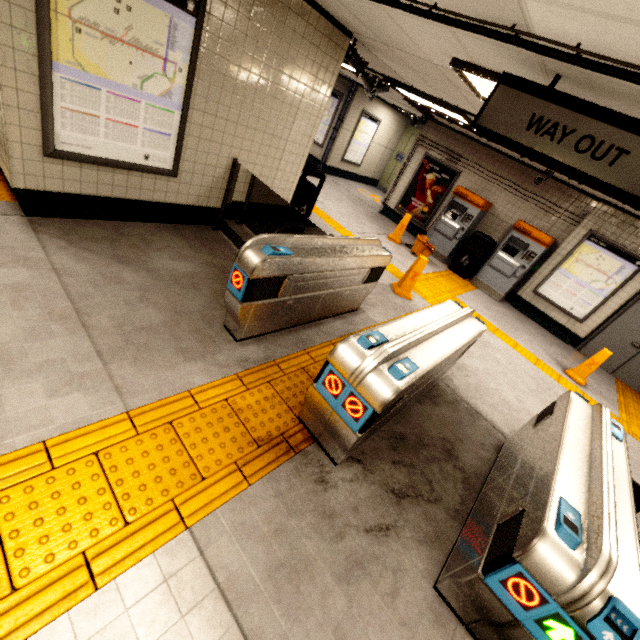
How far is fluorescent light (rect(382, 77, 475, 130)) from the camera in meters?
5.9 m

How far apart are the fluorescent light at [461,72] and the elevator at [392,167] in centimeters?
989cm

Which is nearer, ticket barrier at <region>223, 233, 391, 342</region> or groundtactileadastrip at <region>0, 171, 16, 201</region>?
ticket barrier at <region>223, 233, 391, 342</region>

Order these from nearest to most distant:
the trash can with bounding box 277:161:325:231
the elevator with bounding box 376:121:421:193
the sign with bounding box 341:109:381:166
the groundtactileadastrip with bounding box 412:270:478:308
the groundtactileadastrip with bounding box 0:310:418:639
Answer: the groundtactileadastrip with bounding box 0:310:418:639 → the trash can with bounding box 277:161:325:231 → the groundtactileadastrip with bounding box 412:270:478:308 → the sign with bounding box 341:109:381:166 → the elevator with bounding box 376:121:421:193

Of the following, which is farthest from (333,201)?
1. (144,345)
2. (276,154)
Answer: (144,345)

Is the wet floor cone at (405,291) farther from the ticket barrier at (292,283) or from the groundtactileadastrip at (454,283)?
the ticket barrier at (292,283)

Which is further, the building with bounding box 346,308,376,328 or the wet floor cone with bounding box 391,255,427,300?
the wet floor cone with bounding box 391,255,427,300

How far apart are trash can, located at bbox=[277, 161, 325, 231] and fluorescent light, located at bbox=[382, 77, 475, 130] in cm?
250
